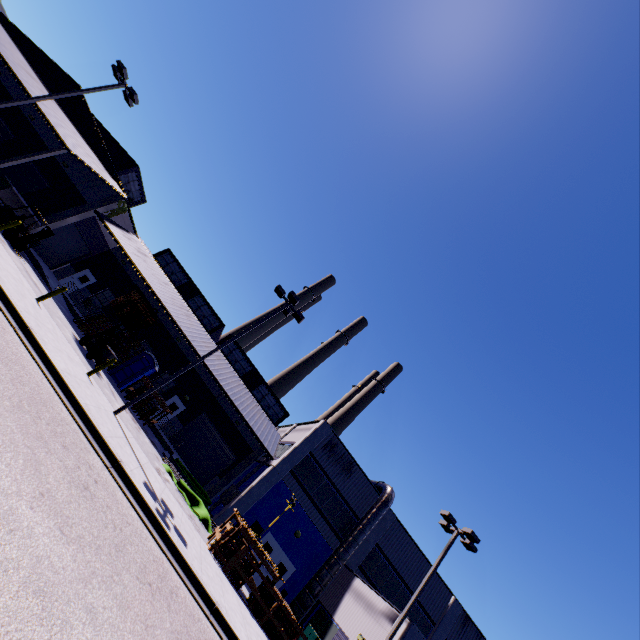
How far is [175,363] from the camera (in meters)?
29.36

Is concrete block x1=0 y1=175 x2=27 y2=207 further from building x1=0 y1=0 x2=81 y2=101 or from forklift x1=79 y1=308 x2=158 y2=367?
forklift x1=79 y1=308 x2=158 y2=367

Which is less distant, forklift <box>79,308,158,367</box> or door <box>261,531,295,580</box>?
forklift <box>79,308,158,367</box>

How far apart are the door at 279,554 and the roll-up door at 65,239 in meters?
27.1

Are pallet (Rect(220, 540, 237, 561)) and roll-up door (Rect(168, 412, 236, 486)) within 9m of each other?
no

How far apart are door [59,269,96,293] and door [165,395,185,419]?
12.64m

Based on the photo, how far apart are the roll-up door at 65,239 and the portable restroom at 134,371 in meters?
11.8

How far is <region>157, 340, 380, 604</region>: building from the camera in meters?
21.4 m
